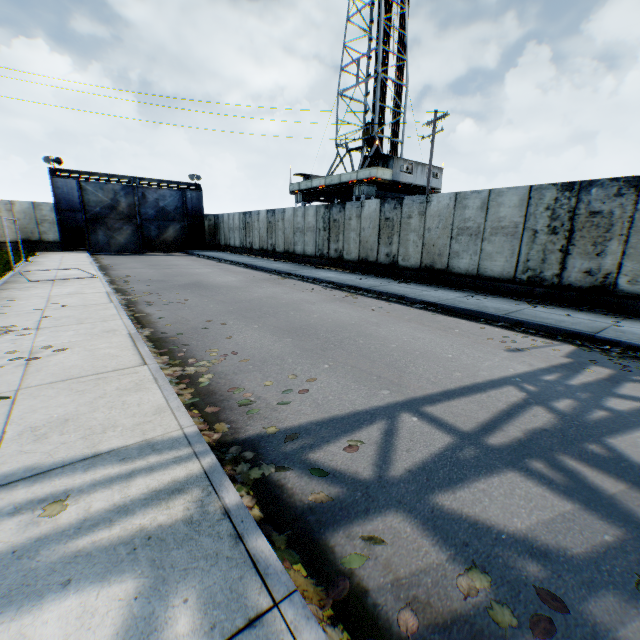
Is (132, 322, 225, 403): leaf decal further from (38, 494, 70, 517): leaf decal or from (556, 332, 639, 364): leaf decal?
(556, 332, 639, 364): leaf decal

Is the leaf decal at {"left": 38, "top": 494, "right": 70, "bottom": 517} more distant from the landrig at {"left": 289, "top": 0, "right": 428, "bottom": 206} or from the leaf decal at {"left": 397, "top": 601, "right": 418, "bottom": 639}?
the landrig at {"left": 289, "top": 0, "right": 428, "bottom": 206}

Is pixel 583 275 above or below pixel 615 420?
above

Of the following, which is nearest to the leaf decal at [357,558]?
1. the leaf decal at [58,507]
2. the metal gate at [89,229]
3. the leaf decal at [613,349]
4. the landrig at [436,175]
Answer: the leaf decal at [58,507]

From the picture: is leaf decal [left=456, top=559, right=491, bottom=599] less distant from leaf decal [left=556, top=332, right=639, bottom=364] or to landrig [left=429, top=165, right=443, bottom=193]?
leaf decal [left=556, top=332, right=639, bottom=364]

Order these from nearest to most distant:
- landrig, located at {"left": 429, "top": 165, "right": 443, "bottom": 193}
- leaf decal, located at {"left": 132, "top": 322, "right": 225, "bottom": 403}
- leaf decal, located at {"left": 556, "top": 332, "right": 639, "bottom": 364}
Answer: leaf decal, located at {"left": 132, "top": 322, "right": 225, "bottom": 403}
leaf decal, located at {"left": 556, "top": 332, "right": 639, "bottom": 364}
landrig, located at {"left": 429, "top": 165, "right": 443, "bottom": 193}

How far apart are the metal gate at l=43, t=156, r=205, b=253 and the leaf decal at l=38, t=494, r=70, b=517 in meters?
30.1

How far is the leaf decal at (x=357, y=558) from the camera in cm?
205
